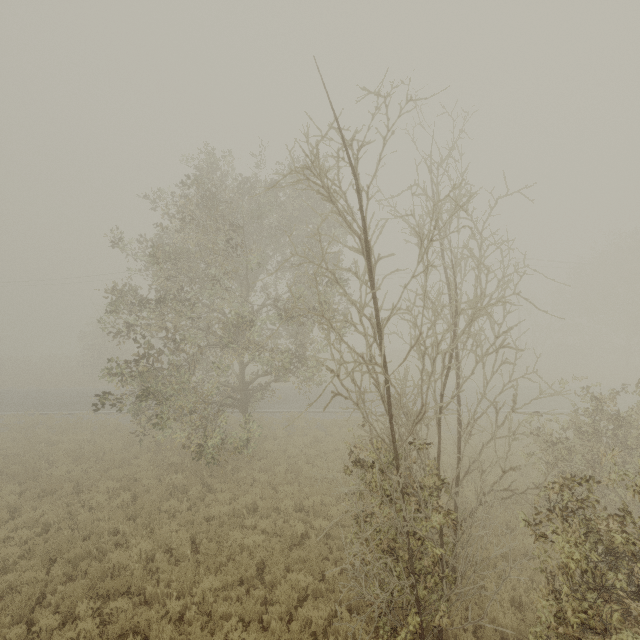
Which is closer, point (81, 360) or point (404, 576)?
point (404, 576)
